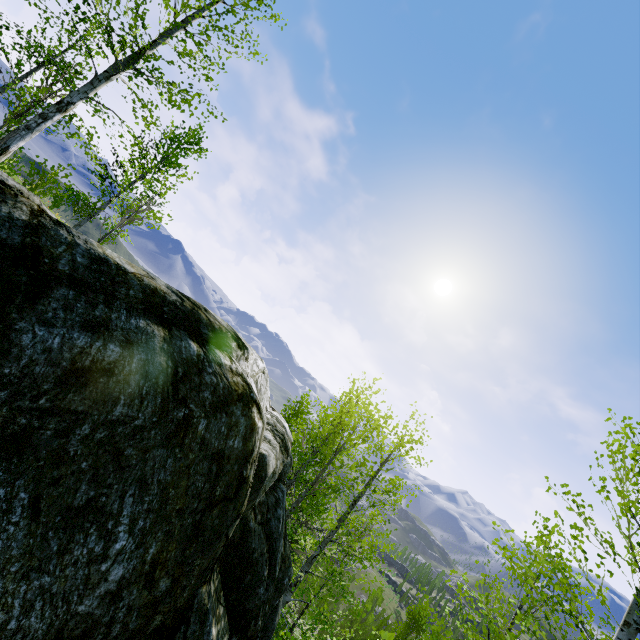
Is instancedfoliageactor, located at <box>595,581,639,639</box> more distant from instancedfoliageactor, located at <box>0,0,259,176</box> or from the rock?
instancedfoliageactor, located at <box>0,0,259,176</box>

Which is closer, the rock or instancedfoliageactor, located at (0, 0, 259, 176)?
the rock

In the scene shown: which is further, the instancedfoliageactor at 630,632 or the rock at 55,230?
the instancedfoliageactor at 630,632

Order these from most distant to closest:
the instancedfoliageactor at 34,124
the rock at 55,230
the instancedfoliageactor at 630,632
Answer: the instancedfoliageactor at 34,124
the instancedfoliageactor at 630,632
the rock at 55,230

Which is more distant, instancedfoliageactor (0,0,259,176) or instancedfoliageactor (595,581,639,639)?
instancedfoliageactor (0,0,259,176)

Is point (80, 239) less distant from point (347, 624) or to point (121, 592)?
point (121, 592)

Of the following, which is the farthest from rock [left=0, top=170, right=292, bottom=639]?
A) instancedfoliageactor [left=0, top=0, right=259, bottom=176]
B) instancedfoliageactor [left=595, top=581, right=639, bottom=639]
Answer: instancedfoliageactor [left=595, top=581, right=639, bottom=639]
